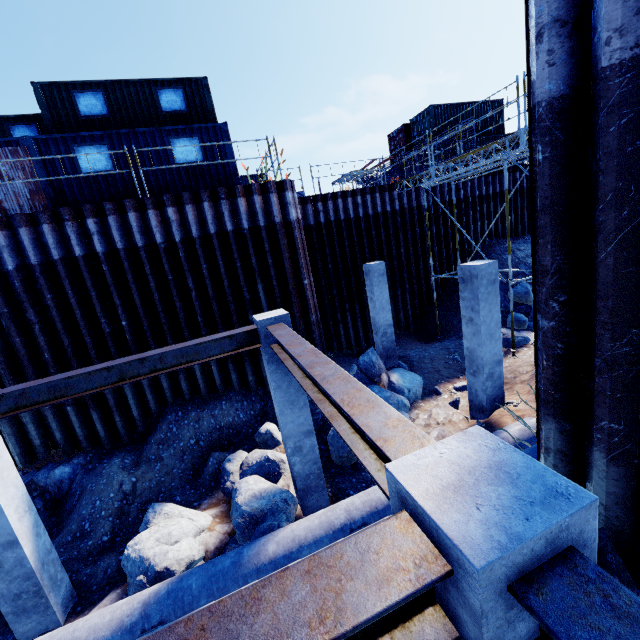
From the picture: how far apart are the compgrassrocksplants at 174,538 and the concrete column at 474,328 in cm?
686

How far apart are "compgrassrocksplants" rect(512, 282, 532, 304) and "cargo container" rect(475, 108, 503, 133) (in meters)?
11.72

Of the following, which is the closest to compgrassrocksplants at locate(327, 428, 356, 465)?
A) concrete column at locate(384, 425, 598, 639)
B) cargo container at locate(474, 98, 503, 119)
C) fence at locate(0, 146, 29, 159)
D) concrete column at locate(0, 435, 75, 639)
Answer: concrete column at locate(384, 425, 598, 639)

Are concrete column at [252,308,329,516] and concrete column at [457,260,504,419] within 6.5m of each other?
yes

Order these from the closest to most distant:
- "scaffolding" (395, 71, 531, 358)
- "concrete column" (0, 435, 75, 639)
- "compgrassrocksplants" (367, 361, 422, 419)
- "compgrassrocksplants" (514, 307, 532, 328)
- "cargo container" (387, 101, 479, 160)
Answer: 1. "concrete column" (0, 435, 75, 639)
2. "compgrassrocksplants" (367, 361, 422, 419)
3. "scaffolding" (395, 71, 531, 358)
4. "compgrassrocksplants" (514, 307, 532, 328)
5. "cargo container" (387, 101, 479, 160)

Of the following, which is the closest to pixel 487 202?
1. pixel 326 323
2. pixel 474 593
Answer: pixel 326 323

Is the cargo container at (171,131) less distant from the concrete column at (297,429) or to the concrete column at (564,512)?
the concrete column at (297,429)

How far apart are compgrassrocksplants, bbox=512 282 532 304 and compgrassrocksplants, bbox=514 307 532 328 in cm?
85
